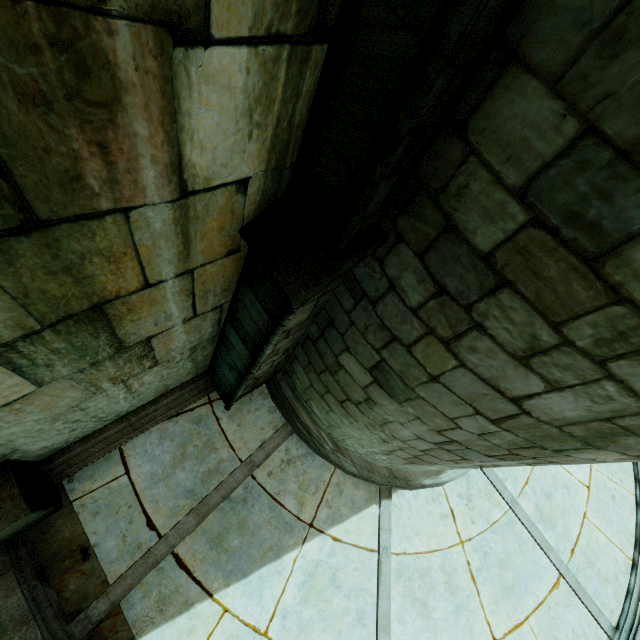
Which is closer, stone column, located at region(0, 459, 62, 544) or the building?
the building

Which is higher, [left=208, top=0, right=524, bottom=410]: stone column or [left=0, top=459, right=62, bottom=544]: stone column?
[left=208, top=0, right=524, bottom=410]: stone column

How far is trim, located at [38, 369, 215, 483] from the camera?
4.5 meters

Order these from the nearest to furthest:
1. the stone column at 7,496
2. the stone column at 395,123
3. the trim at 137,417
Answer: the stone column at 395,123 → the stone column at 7,496 → the trim at 137,417

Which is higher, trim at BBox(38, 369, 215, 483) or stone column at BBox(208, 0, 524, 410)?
stone column at BBox(208, 0, 524, 410)

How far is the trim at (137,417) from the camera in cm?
452

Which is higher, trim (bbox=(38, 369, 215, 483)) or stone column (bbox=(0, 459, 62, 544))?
stone column (bbox=(0, 459, 62, 544))

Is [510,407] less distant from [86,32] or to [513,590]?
[86,32]
